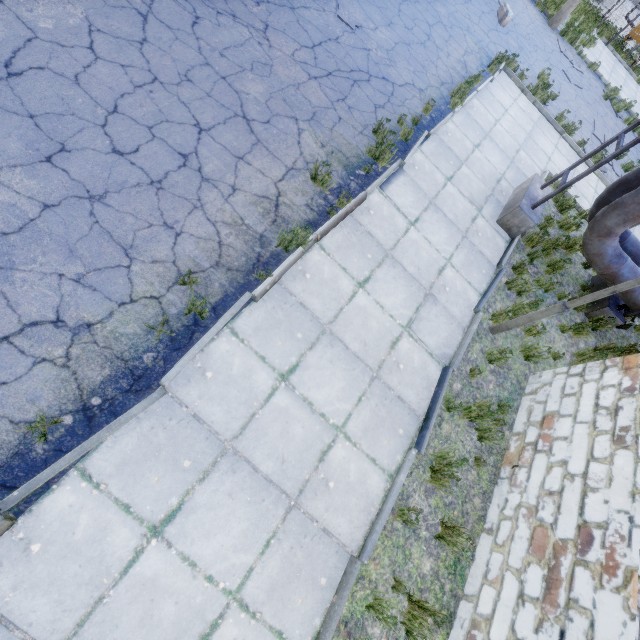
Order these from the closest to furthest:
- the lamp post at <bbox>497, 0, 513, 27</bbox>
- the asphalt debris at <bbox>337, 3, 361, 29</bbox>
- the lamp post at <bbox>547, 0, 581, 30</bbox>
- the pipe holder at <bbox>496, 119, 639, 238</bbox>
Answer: the pipe holder at <bbox>496, 119, 639, 238</bbox> → the asphalt debris at <bbox>337, 3, 361, 29</bbox> → the lamp post at <bbox>497, 0, 513, 27</bbox> → the lamp post at <bbox>547, 0, 581, 30</bbox>

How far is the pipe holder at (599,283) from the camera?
7.9 meters

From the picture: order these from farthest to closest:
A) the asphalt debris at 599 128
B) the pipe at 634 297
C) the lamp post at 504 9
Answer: the asphalt debris at 599 128, the lamp post at 504 9, the pipe at 634 297

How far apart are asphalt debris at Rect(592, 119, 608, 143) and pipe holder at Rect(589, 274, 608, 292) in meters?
6.8

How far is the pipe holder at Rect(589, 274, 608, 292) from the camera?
7.9 meters

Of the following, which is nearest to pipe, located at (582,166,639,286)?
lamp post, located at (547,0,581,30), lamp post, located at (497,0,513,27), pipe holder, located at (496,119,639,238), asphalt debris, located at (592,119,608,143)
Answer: pipe holder, located at (496,119,639,238)

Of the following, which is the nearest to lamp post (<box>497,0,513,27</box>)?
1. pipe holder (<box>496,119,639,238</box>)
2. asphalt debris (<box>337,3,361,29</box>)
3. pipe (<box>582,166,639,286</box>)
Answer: asphalt debris (<box>337,3,361,29</box>)

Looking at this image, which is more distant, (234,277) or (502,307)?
(502,307)
